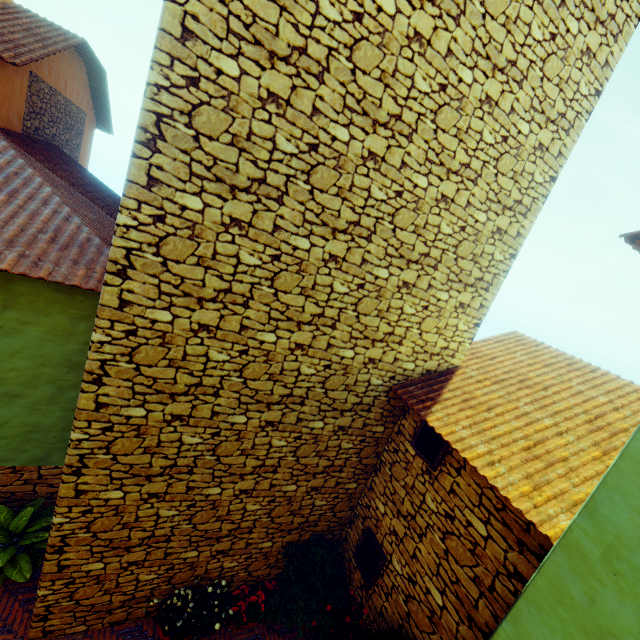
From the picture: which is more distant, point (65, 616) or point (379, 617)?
point (379, 617)

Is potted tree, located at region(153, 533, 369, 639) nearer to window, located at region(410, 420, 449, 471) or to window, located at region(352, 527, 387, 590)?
window, located at region(352, 527, 387, 590)

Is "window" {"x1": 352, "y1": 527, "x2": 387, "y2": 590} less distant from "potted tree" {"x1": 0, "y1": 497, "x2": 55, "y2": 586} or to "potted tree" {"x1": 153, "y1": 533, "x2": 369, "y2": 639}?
"potted tree" {"x1": 153, "y1": 533, "x2": 369, "y2": 639}

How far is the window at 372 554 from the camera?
5.3 meters

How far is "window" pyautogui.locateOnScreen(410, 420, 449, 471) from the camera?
4.74m

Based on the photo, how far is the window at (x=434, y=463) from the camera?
4.74m

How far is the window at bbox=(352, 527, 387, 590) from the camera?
5.3 meters

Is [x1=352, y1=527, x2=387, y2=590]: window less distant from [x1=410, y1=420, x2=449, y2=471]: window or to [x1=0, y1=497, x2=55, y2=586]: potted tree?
[x1=410, y1=420, x2=449, y2=471]: window
